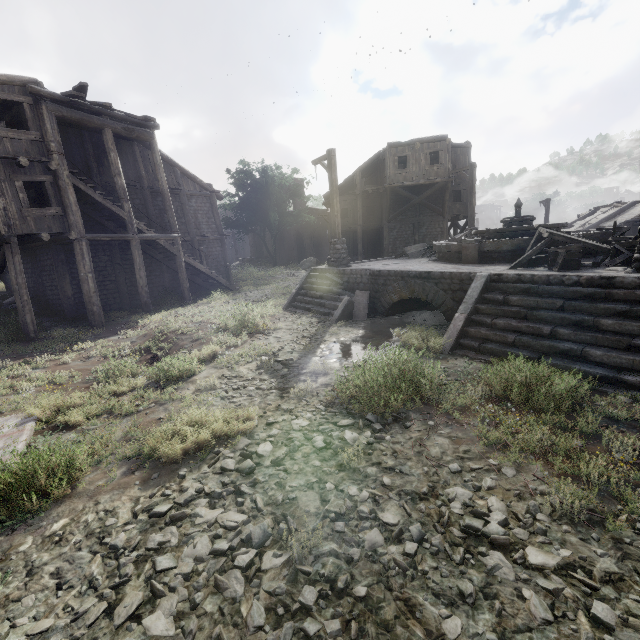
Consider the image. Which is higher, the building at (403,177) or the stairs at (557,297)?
the building at (403,177)

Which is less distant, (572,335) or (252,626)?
(252,626)

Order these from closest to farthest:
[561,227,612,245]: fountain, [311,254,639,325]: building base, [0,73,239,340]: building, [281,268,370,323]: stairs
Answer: [311,254,639,325]: building base < [561,227,612,245]: fountain < [281,268,370,323]: stairs < [0,73,239,340]: building

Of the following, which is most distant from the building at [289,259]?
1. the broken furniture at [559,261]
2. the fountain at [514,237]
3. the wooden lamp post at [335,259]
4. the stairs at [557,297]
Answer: the fountain at [514,237]

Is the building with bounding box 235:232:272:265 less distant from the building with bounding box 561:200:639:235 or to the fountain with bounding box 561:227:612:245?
the building with bounding box 561:200:639:235

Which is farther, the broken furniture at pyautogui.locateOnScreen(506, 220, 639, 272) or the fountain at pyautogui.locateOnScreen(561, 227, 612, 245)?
the fountain at pyautogui.locateOnScreen(561, 227, 612, 245)

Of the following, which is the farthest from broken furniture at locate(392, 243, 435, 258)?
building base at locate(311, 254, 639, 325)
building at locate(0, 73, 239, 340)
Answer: building at locate(0, 73, 239, 340)

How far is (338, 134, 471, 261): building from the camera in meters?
24.4
